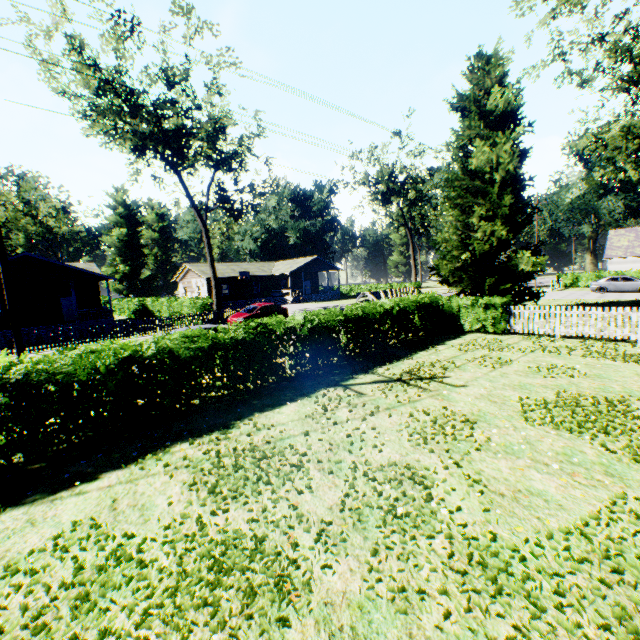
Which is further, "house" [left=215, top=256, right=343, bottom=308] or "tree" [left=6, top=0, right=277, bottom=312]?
"house" [left=215, top=256, right=343, bottom=308]

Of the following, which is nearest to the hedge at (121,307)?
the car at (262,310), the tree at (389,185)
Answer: the car at (262,310)

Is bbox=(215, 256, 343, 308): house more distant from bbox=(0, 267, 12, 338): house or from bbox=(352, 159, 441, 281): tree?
bbox=(0, 267, 12, 338): house

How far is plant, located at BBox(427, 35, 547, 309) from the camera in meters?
18.6 m

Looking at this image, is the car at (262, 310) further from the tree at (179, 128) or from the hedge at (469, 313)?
the hedge at (469, 313)

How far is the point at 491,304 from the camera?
15.30m

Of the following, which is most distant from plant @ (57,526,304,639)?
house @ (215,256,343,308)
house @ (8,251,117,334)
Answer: house @ (8,251,117,334)

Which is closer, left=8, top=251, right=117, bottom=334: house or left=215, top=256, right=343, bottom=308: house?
left=8, top=251, right=117, bottom=334: house
